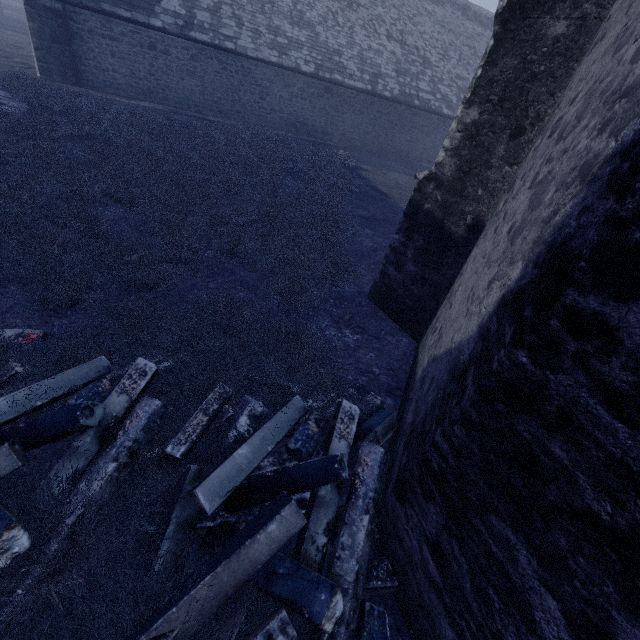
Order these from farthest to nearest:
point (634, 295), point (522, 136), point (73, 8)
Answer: point (73, 8) < point (522, 136) < point (634, 295)
